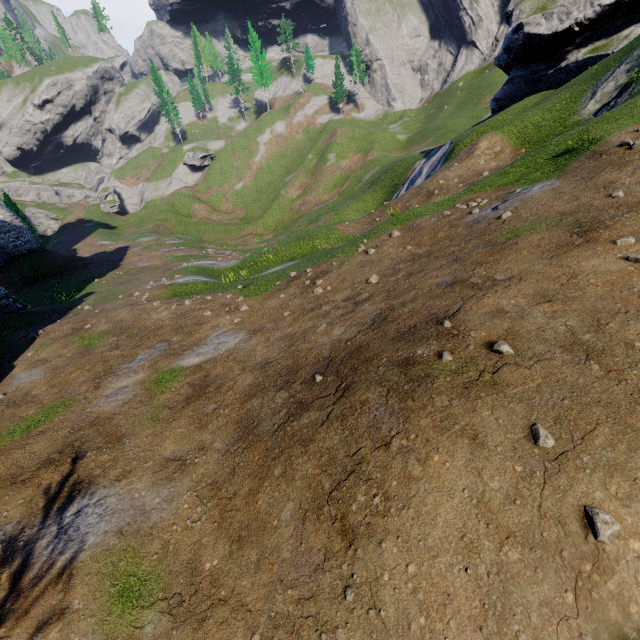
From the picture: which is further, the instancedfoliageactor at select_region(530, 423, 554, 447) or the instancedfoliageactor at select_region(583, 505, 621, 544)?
the instancedfoliageactor at select_region(530, 423, 554, 447)

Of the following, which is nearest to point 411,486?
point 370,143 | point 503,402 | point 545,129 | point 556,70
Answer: point 503,402

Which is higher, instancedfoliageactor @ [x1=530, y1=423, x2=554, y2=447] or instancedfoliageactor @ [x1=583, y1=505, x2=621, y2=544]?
instancedfoliageactor @ [x1=530, y1=423, x2=554, y2=447]

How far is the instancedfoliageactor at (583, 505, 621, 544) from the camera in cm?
277

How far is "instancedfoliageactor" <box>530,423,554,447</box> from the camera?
3.3 meters

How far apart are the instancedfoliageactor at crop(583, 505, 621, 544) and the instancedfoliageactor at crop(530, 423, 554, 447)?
0.6m

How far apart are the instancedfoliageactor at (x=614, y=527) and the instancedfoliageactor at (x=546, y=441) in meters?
0.6 m

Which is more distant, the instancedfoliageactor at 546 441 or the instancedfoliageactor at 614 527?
the instancedfoliageactor at 546 441
